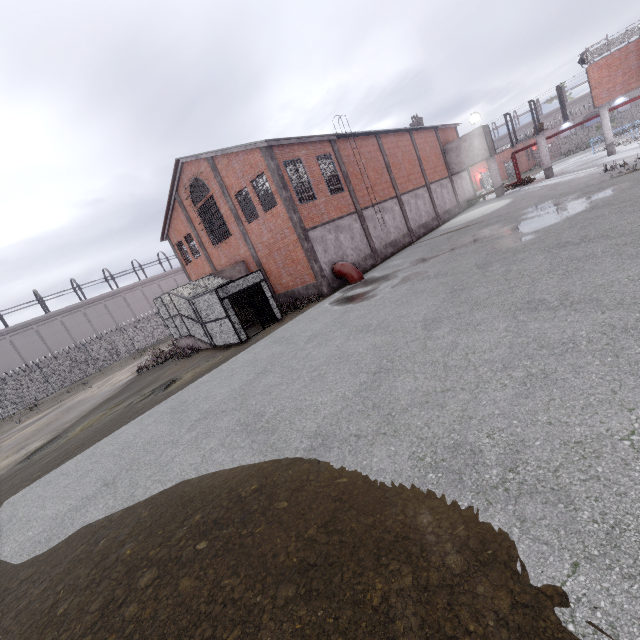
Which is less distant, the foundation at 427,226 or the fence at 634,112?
the foundation at 427,226

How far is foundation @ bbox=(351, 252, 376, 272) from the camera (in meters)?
21.74

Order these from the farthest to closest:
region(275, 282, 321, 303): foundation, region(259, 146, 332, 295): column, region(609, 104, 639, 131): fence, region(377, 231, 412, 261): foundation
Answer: region(609, 104, 639, 131): fence, region(377, 231, 412, 261): foundation, region(275, 282, 321, 303): foundation, region(259, 146, 332, 295): column

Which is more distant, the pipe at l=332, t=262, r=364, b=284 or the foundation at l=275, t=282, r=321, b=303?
the foundation at l=275, t=282, r=321, b=303

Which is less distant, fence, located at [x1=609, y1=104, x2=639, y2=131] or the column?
the column

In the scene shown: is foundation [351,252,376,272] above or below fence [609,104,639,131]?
below

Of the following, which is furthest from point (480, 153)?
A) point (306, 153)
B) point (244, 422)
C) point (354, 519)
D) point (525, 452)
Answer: point (354, 519)

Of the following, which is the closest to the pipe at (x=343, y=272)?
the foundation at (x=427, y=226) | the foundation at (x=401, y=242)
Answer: the foundation at (x=401, y=242)
